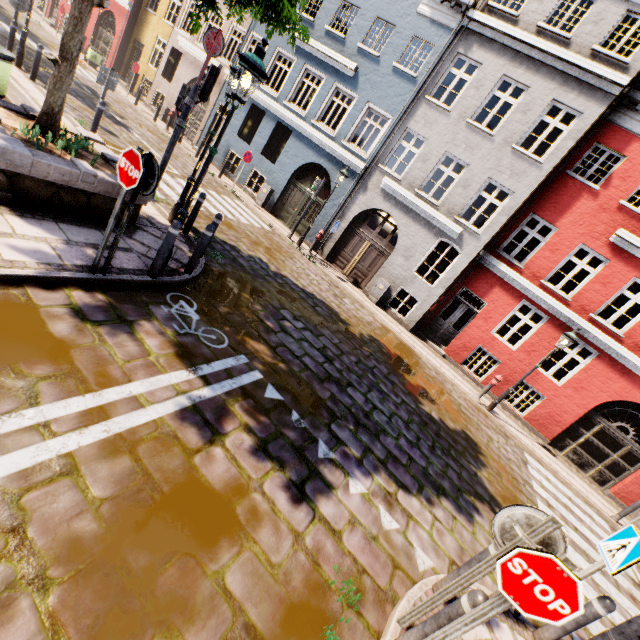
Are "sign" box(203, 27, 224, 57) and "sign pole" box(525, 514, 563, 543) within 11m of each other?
yes

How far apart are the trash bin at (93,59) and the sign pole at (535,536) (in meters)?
29.49

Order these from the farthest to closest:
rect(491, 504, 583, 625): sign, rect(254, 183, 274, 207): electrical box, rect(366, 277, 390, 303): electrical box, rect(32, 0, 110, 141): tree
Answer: rect(254, 183, 274, 207): electrical box, rect(366, 277, 390, 303): electrical box, rect(32, 0, 110, 141): tree, rect(491, 504, 583, 625): sign

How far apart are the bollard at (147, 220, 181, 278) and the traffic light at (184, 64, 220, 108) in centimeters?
420cm

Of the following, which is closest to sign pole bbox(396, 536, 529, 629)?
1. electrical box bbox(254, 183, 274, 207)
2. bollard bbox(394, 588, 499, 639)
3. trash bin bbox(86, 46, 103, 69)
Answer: bollard bbox(394, 588, 499, 639)

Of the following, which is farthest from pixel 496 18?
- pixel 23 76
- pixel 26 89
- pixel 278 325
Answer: pixel 23 76

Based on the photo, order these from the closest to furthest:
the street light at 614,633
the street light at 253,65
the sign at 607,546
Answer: the street light at 614,633
the sign at 607,546
the street light at 253,65

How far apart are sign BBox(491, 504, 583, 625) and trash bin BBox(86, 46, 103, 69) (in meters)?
29.47
